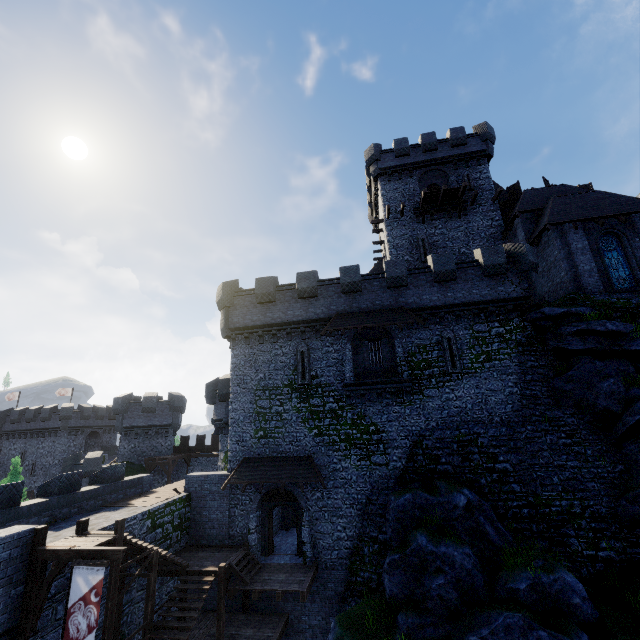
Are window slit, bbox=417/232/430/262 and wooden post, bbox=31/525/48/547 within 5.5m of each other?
no

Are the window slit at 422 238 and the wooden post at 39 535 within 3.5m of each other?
no

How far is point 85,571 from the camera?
9.8 meters

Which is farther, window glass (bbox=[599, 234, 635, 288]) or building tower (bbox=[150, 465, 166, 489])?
building tower (bbox=[150, 465, 166, 489])

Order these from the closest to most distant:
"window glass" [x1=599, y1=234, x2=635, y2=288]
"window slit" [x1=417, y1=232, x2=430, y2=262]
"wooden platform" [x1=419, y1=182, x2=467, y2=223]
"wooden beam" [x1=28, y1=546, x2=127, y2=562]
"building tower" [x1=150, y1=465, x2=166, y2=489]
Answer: "wooden beam" [x1=28, y1=546, x2=127, y2=562]
"window glass" [x1=599, y1=234, x2=635, y2=288]
"wooden platform" [x1=419, y1=182, x2=467, y2=223]
"window slit" [x1=417, y1=232, x2=430, y2=262]
"building tower" [x1=150, y1=465, x2=166, y2=489]

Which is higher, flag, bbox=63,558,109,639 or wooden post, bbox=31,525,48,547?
wooden post, bbox=31,525,48,547

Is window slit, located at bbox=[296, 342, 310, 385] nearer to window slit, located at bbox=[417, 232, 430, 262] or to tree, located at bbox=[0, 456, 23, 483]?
window slit, located at bbox=[417, 232, 430, 262]

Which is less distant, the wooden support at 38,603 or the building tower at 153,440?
the wooden support at 38,603
